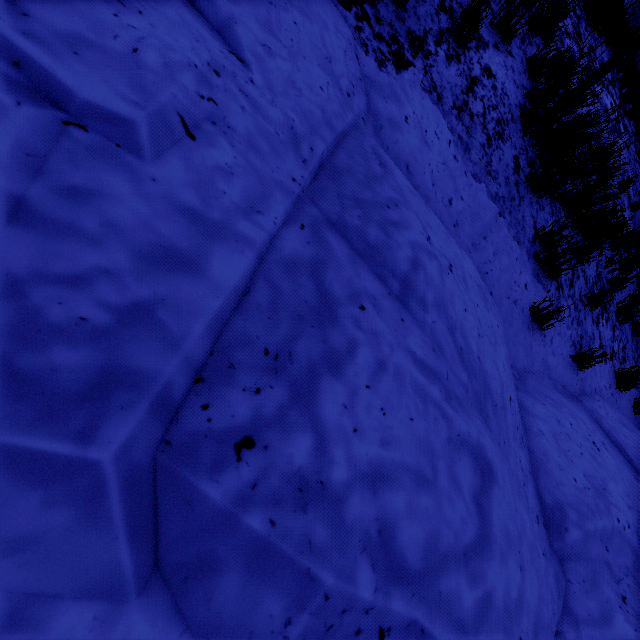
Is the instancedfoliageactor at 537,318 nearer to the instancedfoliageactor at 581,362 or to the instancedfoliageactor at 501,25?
the instancedfoliageactor at 581,362

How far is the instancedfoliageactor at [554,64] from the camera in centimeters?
389cm

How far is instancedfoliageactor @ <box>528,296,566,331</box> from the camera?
3.3m

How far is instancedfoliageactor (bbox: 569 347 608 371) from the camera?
3.7 meters

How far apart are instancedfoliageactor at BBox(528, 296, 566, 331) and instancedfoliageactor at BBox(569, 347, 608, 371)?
0.9 meters

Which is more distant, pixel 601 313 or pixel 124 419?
pixel 601 313

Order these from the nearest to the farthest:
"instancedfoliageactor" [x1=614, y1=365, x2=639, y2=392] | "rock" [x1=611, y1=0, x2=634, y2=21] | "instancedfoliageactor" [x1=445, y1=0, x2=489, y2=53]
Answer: "instancedfoliageactor" [x1=445, y1=0, x2=489, y2=53], "instancedfoliageactor" [x1=614, y1=365, x2=639, y2=392], "rock" [x1=611, y1=0, x2=634, y2=21]

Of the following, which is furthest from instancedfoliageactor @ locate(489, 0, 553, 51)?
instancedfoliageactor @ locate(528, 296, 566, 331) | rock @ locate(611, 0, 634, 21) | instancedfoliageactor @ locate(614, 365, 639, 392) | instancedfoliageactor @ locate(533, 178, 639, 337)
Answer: rock @ locate(611, 0, 634, 21)
